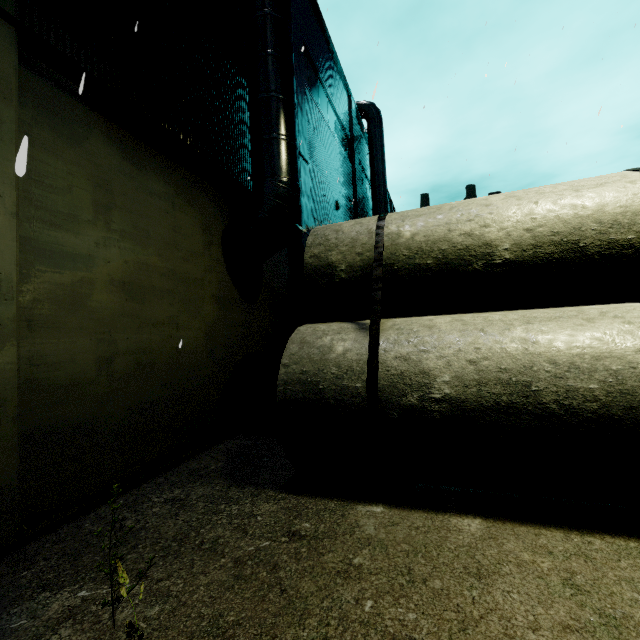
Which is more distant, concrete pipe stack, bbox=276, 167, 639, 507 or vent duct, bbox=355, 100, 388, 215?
vent duct, bbox=355, 100, 388, 215

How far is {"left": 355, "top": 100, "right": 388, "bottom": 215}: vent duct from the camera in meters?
19.1

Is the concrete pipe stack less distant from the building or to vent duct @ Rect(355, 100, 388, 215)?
the building

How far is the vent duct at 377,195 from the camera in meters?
19.1 m

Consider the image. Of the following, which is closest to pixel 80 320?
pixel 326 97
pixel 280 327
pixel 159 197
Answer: pixel 159 197

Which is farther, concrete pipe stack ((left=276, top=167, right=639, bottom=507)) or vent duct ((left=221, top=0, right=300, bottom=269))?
vent duct ((left=221, top=0, right=300, bottom=269))

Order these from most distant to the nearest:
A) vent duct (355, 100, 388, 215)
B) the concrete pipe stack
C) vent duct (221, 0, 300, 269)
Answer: vent duct (355, 100, 388, 215)
vent duct (221, 0, 300, 269)
the concrete pipe stack

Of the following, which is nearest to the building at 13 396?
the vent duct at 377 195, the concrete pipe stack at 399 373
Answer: the vent duct at 377 195
